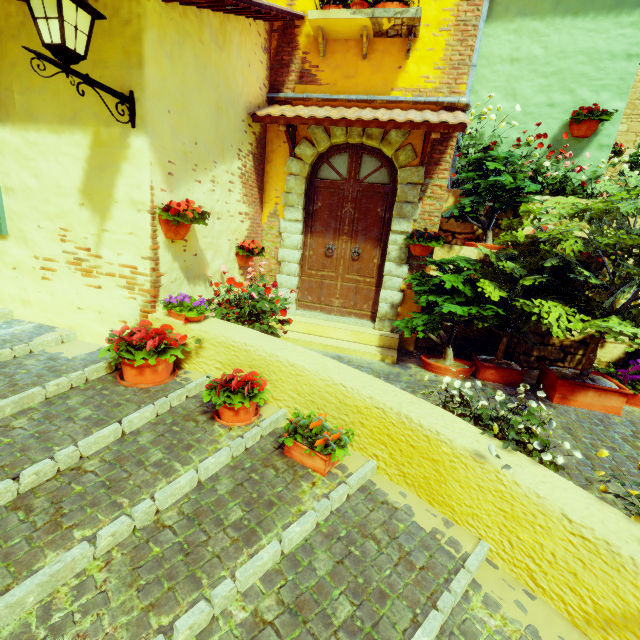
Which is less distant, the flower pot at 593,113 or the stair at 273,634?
the stair at 273,634

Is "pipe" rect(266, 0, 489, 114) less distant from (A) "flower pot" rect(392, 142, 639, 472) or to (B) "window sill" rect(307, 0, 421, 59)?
(B) "window sill" rect(307, 0, 421, 59)

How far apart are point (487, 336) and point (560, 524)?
4.0m

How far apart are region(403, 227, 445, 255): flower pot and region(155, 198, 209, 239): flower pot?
2.9m

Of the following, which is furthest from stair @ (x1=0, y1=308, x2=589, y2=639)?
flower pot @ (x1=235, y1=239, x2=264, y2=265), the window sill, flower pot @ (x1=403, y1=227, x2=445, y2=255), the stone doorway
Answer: the window sill

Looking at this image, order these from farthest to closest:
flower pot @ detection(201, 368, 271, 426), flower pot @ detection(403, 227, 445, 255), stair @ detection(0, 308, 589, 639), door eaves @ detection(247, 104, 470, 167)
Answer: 1. flower pot @ detection(403, 227, 445, 255)
2. door eaves @ detection(247, 104, 470, 167)
3. flower pot @ detection(201, 368, 271, 426)
4. stair @ detection(0, 308, 589, 639)

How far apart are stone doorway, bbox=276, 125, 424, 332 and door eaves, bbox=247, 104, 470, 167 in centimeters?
2cm

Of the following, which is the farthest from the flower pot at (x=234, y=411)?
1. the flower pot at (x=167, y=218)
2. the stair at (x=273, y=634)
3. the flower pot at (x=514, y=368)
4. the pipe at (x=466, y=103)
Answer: the pipe at (x=466, y=103)
